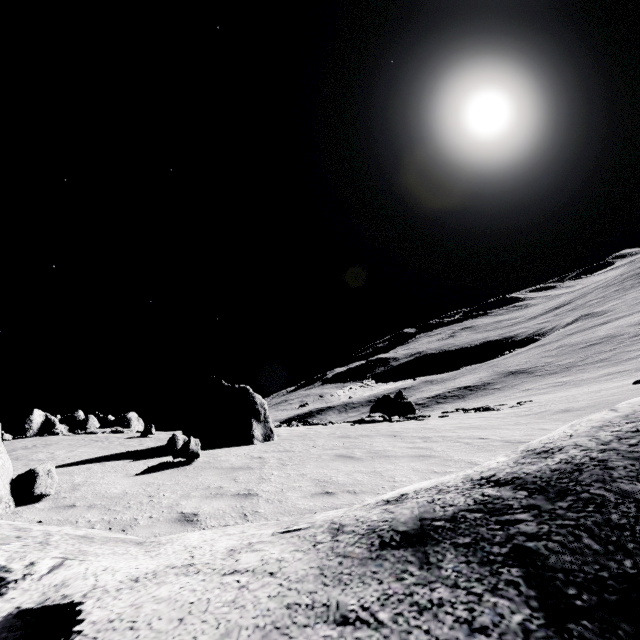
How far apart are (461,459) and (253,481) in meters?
4.4 m
